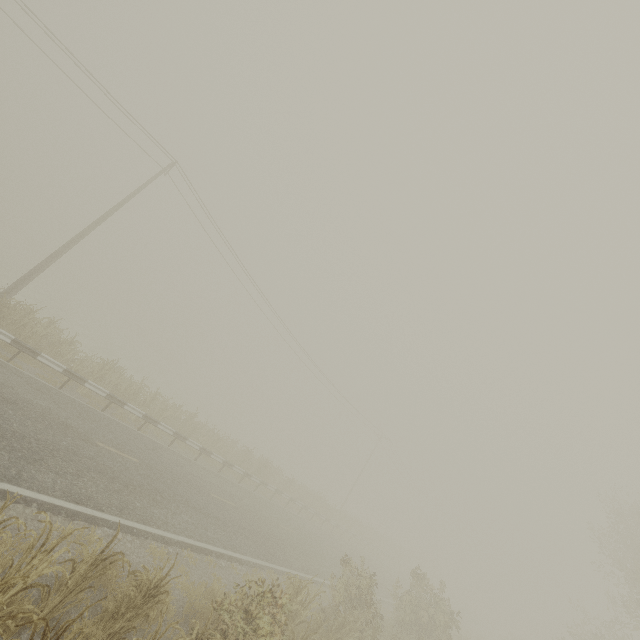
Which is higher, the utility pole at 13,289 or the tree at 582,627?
the tree at 582,627

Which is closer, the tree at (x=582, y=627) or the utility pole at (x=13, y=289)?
the utility pole at (x=13, y=289)

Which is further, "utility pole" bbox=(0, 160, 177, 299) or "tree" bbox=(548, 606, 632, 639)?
"tree" bbox=(548, 606, 632, 639)

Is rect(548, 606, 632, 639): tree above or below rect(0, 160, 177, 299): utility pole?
above

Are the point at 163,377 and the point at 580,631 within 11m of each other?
no
